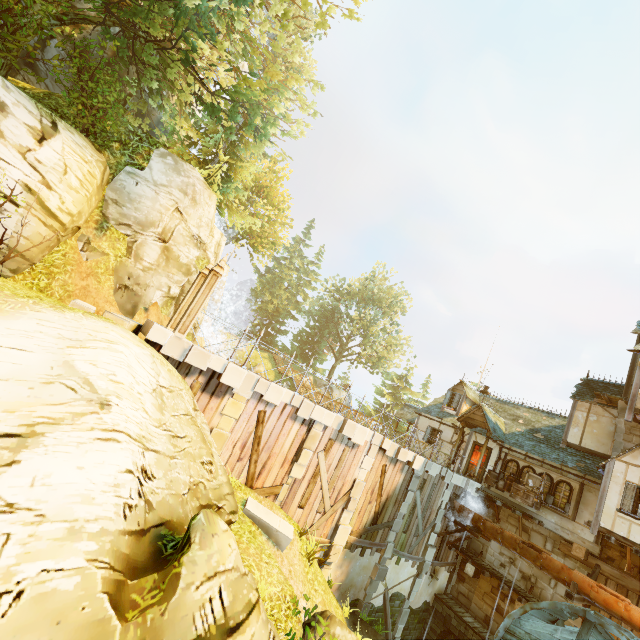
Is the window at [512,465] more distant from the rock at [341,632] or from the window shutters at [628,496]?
the rock at [341,632]

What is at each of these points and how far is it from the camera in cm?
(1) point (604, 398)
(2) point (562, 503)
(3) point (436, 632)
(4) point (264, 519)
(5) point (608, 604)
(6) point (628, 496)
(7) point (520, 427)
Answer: (1) wooden platform, 1691
(2) window, 1606
(3) stone arch, 1644
(4) stone, 947
(5) drain, 1183
(6) window shutters, 1348
(7) building, 2042

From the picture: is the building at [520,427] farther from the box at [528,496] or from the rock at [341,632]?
the rock at [341,632]

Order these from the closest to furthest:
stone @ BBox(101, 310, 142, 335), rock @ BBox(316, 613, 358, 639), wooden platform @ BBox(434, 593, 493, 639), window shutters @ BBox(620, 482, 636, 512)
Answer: rock @ BBox(316, 613, 358, 639)
stone @ BBox(101, 310, 142, 335)
window shutters @ BBox(620, 482, 636, 512)
wooden platform @ BBox(434, 593, 493, 639)

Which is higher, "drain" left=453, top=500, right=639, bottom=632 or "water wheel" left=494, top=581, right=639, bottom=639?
"drain" left=453, top=500, right=639, bottom=632

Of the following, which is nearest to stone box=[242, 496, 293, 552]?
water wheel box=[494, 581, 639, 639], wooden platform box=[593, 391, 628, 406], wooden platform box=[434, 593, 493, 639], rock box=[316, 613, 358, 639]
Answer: rock box=[316, 613, 358, 639]

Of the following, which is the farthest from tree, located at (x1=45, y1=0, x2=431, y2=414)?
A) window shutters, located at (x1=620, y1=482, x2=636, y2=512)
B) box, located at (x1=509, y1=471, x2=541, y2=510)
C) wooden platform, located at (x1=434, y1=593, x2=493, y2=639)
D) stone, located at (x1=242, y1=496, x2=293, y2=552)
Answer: window shutters, located at (x1=620, y1=482, x2=636, y2=512)

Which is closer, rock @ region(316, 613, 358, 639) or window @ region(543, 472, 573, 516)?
rock @ region(316, 613, 358, 639)
